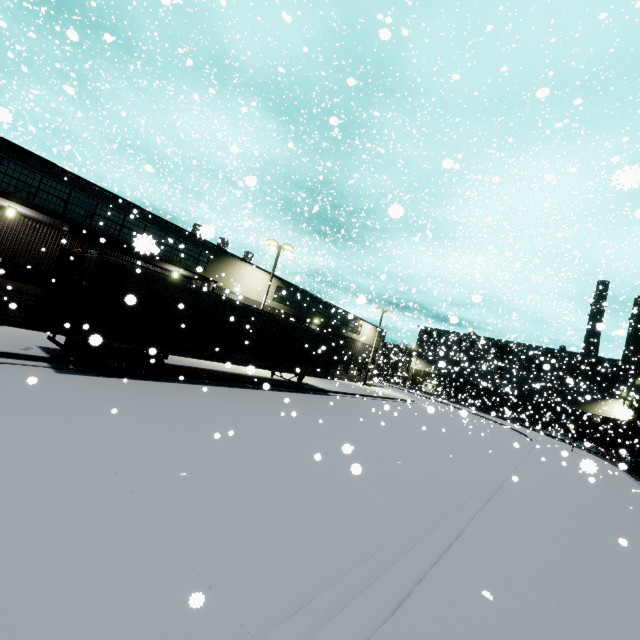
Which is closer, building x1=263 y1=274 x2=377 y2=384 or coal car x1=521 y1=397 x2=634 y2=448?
building x1=263 y1=274 x2=377 y2=384

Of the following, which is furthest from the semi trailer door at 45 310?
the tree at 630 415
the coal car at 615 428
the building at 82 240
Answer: the tree at 630 415

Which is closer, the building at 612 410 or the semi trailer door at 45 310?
the semi trailer door at 45 310

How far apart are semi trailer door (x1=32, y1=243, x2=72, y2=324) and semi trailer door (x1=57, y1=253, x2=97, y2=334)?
0.5 meters

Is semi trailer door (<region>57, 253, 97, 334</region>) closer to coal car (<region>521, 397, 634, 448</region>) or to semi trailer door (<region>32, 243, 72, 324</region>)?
semi trailer door (<region>32, 243, 72, 324</region>)

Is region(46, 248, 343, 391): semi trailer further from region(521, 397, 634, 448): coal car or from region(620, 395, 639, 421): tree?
region(620, 395, 639, 421): tree

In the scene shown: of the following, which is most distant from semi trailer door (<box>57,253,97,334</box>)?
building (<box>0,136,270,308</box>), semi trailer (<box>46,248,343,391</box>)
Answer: building (<box>0,136,270,308</box>)

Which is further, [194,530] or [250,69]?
[250,69]
